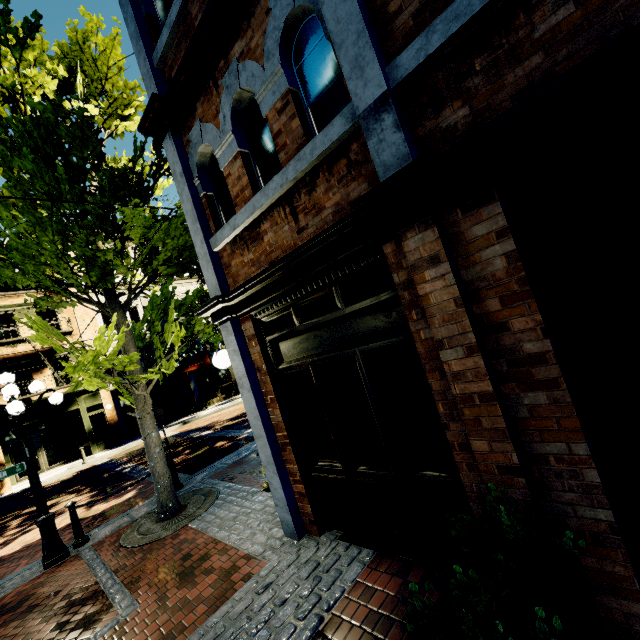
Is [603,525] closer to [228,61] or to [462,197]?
[462,197]

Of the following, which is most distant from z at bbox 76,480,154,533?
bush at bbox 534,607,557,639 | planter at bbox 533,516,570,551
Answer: bush at bbox 534,607,557,639

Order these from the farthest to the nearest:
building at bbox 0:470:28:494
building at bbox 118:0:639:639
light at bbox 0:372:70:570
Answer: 1. building at bbox 0:470:28:494
2. light at bbox 0:372:70:570
3. building at bbox 118:0:639:639

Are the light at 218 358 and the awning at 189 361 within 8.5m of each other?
no

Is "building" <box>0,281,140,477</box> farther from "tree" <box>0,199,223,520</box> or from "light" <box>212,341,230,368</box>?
"light" <box>212,341,230,368</box>

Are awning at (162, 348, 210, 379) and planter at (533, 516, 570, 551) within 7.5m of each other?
no

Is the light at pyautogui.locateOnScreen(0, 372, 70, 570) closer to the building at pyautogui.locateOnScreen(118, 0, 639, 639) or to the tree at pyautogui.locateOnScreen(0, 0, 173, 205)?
the tree at pyautogui.locateOnScreen(0, 0, 173, 205)

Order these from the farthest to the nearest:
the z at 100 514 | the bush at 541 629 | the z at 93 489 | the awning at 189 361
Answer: the awning at 189 361, the z at 93 489, the z at 100 514, the bush at 541 629
